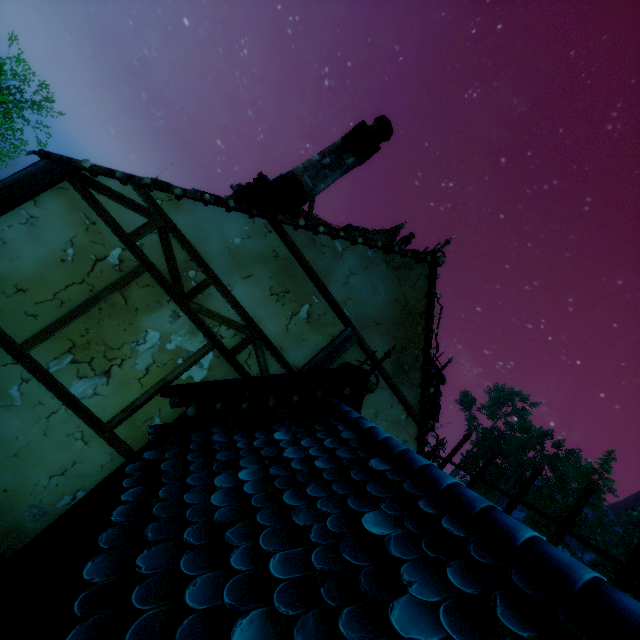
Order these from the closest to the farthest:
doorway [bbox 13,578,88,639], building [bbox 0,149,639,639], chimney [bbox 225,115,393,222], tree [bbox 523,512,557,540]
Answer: building [bbox 0,149,639,639], doorway [bbox 13,578,88,639], chimney [bbox 225,115,393,222], tree [bbox 523,512,557,540]

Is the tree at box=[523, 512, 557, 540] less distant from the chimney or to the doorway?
the doorway

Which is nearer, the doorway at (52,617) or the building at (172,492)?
the building at (172,492)

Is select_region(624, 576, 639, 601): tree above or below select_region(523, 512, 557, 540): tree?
below

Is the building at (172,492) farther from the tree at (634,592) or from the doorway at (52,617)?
the tree at (634,592)

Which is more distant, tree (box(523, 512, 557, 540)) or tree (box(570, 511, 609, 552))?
tree (box(523, 512, 557, 540))

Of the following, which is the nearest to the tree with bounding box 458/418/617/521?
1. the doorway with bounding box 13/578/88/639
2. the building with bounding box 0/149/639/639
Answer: the building with bounding box 0/149/639/639

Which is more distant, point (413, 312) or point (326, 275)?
point (413, 312)
